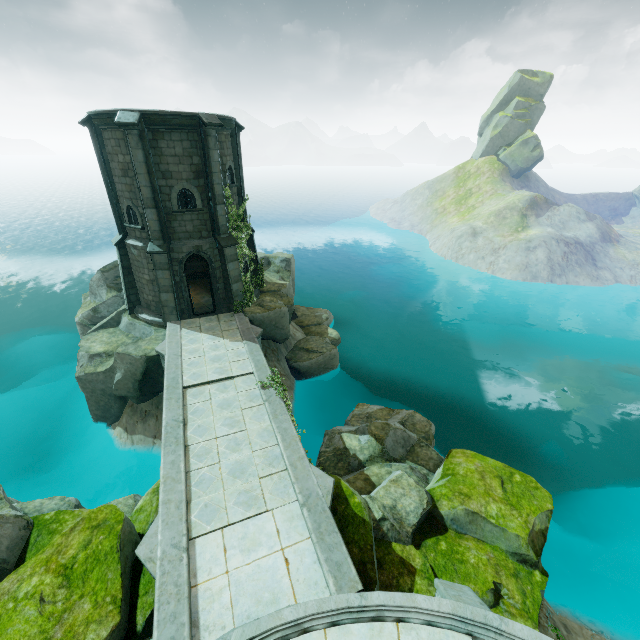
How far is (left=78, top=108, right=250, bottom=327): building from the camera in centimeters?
1430cm

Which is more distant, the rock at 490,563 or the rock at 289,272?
the rock at 289,272

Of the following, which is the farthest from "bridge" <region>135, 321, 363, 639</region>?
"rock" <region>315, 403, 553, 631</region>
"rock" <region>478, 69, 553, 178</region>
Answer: "rock" <region>478, 69, 553, 178</region>

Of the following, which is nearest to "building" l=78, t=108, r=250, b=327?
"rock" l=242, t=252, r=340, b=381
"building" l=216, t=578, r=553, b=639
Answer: "rock" l=242, t=252, r=340, b=381

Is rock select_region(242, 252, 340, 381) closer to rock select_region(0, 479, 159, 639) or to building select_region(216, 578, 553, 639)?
rock select_region(0, 479, 159, 639)

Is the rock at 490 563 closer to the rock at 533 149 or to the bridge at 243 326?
the bridge at 243 326

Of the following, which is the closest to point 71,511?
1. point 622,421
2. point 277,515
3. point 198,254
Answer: point 277,515

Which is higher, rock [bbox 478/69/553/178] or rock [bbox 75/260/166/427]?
rock [bbox 478/69/553/178]
